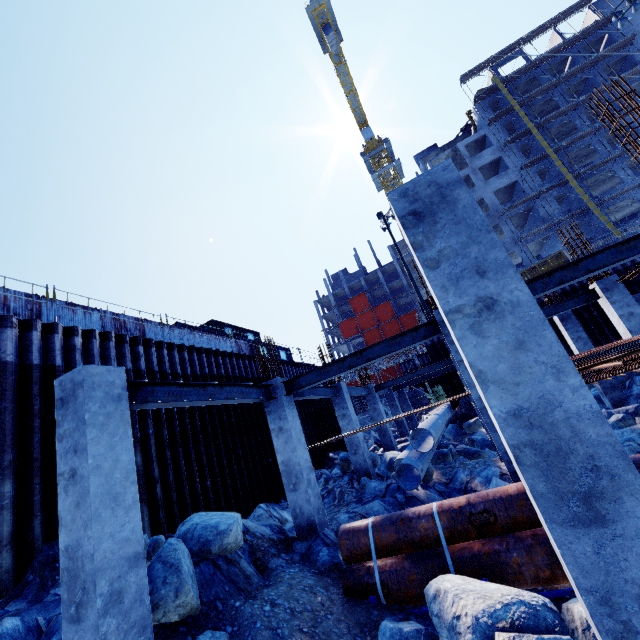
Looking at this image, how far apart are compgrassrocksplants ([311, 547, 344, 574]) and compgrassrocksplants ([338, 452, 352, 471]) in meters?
6.8

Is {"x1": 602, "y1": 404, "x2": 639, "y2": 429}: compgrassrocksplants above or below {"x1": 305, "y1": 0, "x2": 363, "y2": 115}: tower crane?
below

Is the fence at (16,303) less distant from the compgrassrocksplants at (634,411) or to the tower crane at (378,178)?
the compgrassrocksplants at (634,411)

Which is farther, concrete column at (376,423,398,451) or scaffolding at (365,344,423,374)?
scaffolding at (365,344,423,374)

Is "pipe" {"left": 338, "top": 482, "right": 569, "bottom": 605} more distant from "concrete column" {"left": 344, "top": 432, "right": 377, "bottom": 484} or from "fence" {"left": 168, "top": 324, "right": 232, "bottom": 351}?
"fence" {"left": 168, "top": 324, "right": 232, "bottom": 351}

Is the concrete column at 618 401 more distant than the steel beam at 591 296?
Yes

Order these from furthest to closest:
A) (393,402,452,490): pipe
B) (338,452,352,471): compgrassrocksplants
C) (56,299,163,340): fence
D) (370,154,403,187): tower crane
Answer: (370,154,403,187): tower crane
(338,452,352,471): compgrassrocksplants
(56,299,163,340): fence
(393,402,452,490): pipe

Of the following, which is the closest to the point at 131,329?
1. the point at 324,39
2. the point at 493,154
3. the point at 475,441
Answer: the point at 475,441
